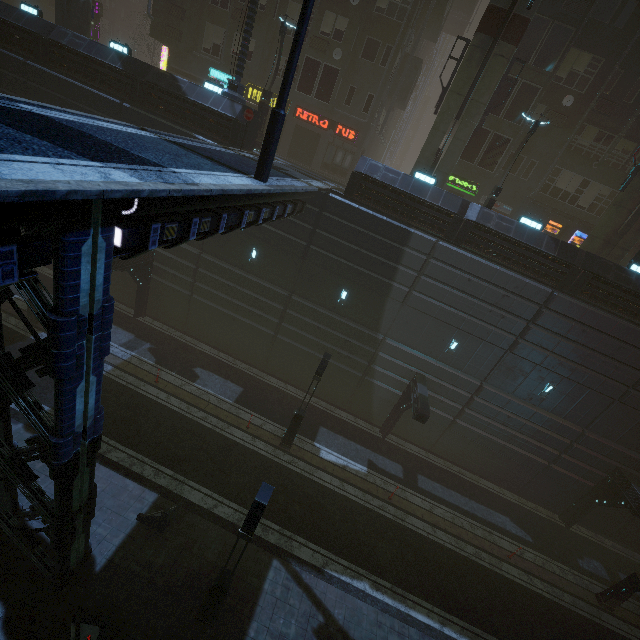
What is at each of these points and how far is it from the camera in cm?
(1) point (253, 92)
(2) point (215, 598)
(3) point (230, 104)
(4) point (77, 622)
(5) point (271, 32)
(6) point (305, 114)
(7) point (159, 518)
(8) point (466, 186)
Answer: (1) sign, 2522
(2) street light, 918
(3) building, 1642
(4) barrier, 891
(5) building, 2303
(6) sign, 2495
(7) barrier, 1125
(8) sign, 2406

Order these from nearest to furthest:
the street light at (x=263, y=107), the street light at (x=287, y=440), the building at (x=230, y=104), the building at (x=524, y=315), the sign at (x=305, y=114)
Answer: the building at (x=524, y=315) → the street light at (x=287, y=440) → the building at (x=230, y=104) → the street light at (x=263, y=107) → the sign at (x=305, y=114)

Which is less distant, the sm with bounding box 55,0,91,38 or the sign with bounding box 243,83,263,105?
the sm with bounding box 55,0,91,38

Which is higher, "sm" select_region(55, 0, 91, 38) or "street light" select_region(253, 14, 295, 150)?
"sm" select_region(55, 0, 91, 38)

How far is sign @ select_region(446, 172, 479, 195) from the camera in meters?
23.9

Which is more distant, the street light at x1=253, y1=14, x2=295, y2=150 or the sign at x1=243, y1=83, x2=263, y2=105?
the sign at x1=243, y1=83, x2=263, y2=105

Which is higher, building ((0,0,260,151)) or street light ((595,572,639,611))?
building ((0,0,260,151))

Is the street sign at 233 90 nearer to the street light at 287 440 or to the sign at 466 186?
the street light at 287 440
